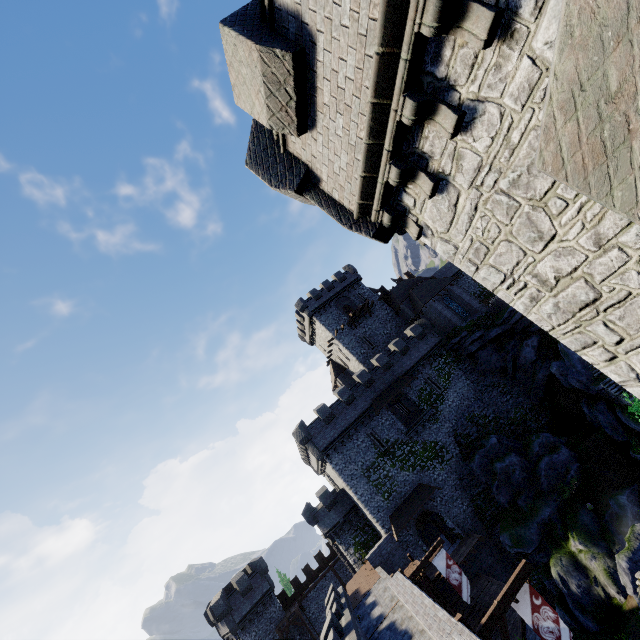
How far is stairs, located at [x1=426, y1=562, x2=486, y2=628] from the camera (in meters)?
21.17

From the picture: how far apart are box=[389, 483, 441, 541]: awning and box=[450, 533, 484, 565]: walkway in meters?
3.7

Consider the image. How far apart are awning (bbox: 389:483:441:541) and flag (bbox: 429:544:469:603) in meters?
8.7

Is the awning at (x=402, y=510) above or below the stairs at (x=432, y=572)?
above

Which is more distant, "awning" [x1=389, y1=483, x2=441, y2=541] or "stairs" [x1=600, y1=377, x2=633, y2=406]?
"awning" [x1=389, y1=483, x2=441, y2=541]

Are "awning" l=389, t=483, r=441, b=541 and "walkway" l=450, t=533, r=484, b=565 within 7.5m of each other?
yes

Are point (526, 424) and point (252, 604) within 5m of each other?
no

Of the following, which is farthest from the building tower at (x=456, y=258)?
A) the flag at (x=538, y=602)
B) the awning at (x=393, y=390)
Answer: the awning at (x=393, y=390)
